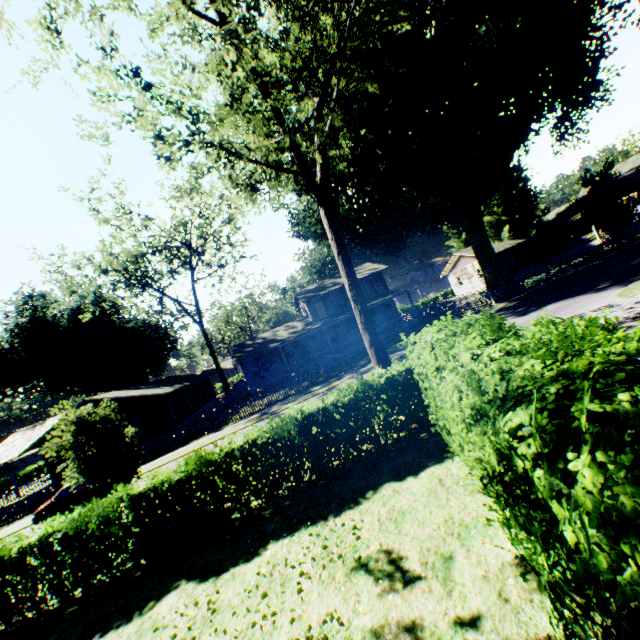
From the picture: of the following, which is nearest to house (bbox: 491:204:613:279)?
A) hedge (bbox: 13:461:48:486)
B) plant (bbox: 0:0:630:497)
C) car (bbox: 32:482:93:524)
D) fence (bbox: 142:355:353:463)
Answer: plant (bbox: 0:0:630:497)

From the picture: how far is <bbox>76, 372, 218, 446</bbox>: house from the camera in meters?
28.4 m

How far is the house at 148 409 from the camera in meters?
28.4 m

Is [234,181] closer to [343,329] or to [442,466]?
[442,466]

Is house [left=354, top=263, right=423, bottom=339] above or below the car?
above

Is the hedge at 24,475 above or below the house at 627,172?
below

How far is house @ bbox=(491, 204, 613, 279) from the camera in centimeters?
3931cm

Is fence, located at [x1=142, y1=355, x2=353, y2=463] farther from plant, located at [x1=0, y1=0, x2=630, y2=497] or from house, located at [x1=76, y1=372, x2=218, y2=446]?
house, located at [x1=76, y1=372, x2=218, y2=446]
